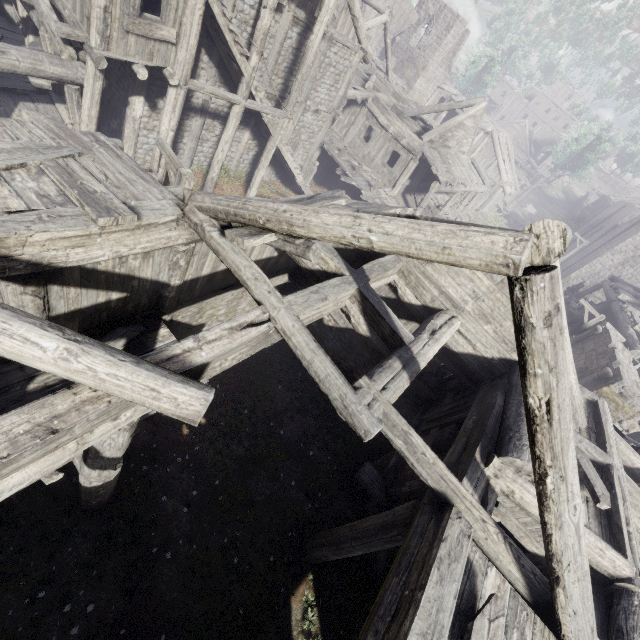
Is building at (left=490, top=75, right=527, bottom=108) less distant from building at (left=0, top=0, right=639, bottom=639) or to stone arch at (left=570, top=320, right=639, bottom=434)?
building at (left=0, top=0, right=639, bottom=639)

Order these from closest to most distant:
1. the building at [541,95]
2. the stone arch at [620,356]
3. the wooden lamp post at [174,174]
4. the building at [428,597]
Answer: the building at [428,597], the wooden lamp post at [174,174], the stone arch at [620,356], the building at [541,95]

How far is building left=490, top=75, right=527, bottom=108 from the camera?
58.2m

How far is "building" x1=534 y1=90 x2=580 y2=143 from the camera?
58.03m

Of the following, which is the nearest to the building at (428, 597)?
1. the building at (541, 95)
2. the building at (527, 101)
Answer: the building at (541, 95)

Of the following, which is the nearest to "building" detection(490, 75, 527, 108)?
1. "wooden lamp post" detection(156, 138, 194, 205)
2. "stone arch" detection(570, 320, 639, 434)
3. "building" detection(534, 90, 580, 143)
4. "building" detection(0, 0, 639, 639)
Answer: "building" detection(534, 90, 580, 143)

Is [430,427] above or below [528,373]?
below

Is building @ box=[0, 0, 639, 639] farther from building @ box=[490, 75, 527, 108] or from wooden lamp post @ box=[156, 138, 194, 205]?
building @ box=[490, 75, 527, 108]
